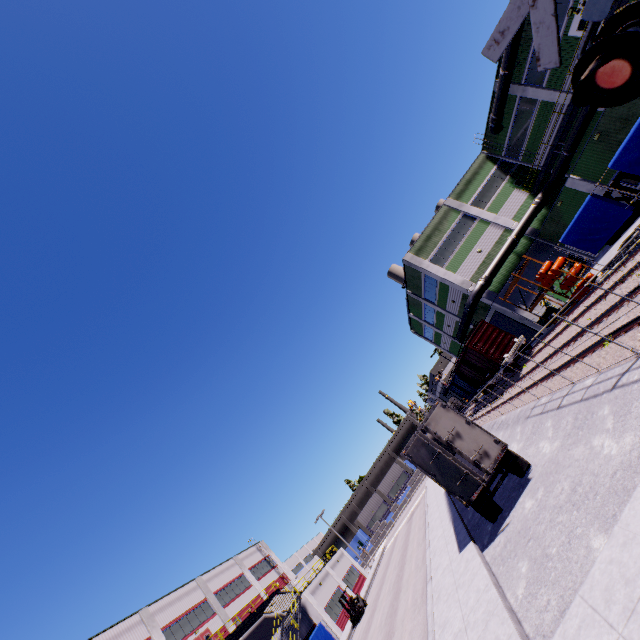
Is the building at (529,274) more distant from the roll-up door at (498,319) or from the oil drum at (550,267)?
the oil drum at (550,267)

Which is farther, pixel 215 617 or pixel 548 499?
pixel 215 617

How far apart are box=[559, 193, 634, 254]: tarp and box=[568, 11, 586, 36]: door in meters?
16.4

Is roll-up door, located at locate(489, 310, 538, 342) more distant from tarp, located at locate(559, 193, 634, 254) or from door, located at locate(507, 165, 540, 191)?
tarp, located at locate(559, 193, 634, 254)

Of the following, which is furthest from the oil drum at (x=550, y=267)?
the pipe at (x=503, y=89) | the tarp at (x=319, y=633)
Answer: the tarp at (x=319, y=633)

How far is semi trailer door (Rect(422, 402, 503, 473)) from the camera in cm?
1180

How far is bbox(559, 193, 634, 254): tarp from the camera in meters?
15.5 m

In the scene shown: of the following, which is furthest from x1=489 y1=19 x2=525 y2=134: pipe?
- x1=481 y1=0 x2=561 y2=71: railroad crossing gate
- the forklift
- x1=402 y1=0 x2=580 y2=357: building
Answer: x1=481 y1=0 x2=561 y2=71: railroad crossing gate
